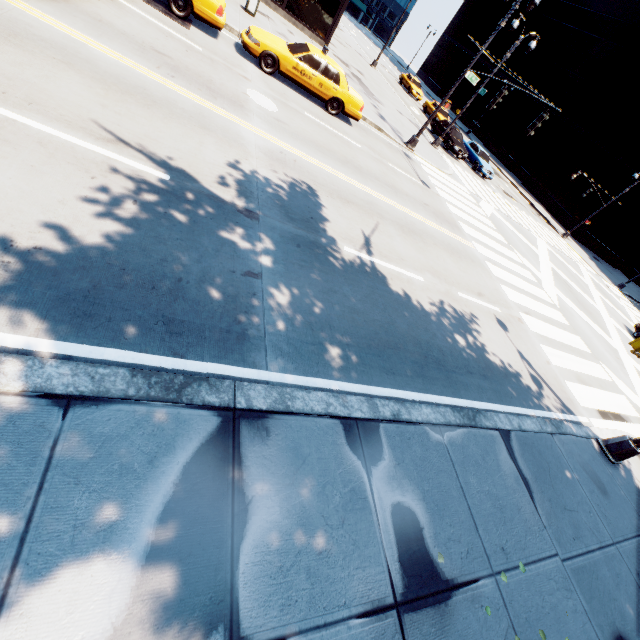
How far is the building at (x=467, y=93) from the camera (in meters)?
56.98

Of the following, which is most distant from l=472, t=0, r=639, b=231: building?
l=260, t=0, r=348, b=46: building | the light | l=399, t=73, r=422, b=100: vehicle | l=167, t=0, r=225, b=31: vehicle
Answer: l=167, t=0, r=225, b=31: vehicle

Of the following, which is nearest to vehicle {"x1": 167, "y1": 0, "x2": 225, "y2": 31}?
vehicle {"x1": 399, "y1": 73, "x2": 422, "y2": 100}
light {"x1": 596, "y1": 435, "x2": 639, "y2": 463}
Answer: light {"x1": 596, "y1": 435, "x2": 639, "y2": 463}

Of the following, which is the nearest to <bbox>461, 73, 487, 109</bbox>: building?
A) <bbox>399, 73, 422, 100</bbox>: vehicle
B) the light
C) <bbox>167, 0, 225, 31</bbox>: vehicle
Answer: <bbox>399, 73, 422, 100</bbox>: vehicle

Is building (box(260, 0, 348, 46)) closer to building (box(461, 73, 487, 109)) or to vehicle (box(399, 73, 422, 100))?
vehicle (box(399, 73, 422, 100))

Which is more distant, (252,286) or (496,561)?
(252,286)

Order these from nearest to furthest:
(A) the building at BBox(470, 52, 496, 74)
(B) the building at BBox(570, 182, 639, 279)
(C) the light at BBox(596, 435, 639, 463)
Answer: (C) the light at BBox(596, 435, 639, 463) → (B) the building at BBox(570, 182, 639, 279) → (A) the building at BBox(470, 52, 496, 74)
